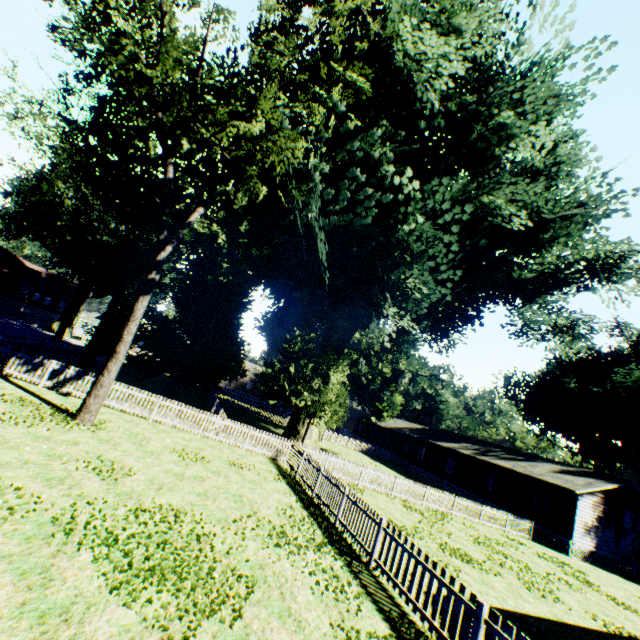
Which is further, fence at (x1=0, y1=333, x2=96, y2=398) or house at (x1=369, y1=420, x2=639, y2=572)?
house at (x1=369, y1=420, x2=639, y2=572)

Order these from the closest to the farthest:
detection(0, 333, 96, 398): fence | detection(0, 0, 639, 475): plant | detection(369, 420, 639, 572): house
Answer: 1. detection(0, 0, 639, 475): plant
2. detection(0, 333, 96, 398): fence
3. detection(369, 420, 639, 572): house

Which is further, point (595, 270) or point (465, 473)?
point (465, 473)

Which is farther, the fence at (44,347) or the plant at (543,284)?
the fence at (44,347)

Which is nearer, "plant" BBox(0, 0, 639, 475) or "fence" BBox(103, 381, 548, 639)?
"fence" BBox(103, 381, 548, 639)

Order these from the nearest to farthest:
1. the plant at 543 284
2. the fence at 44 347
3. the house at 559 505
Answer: the plant at 543 284, the fence at 44 347, the house at 559 505

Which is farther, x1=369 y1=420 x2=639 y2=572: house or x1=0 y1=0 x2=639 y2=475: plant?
x1=369 y1=420 x2=639 y2=572: house
